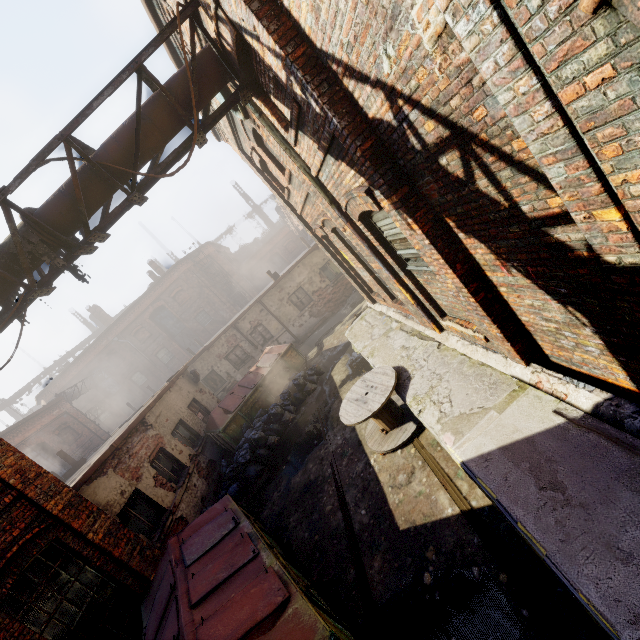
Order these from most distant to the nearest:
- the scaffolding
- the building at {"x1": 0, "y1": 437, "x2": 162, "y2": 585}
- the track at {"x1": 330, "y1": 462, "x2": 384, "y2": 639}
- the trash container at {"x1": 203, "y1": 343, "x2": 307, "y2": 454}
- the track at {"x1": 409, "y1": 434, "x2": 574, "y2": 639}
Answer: the trash container at {"x1": 203, "y1": 343, "x2": 307, "y2": 454} → the building at {"x1": 0, "y1": 437, "x2": 162, "y2": 585} → the scaffolding → the track at {"x1": 330, "y1": 462, "x2": 384, "y2": 639} → the track at {"x1": 409, "y1": 434, "x2": 574, "y2": 639}

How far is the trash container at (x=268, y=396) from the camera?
11.55m

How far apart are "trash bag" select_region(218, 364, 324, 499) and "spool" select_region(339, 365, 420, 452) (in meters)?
3.90

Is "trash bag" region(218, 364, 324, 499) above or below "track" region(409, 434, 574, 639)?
above

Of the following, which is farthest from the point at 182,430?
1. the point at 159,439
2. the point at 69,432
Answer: the point at 69,432

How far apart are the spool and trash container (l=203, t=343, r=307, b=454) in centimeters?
570cm

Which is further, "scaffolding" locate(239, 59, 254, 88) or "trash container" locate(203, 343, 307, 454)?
"trash container" locate(203, 343, 307, 454)

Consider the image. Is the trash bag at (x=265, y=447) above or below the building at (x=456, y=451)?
below
